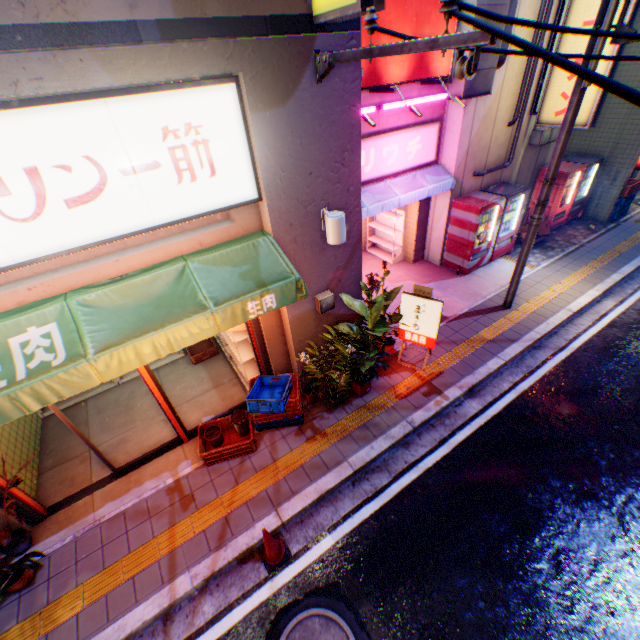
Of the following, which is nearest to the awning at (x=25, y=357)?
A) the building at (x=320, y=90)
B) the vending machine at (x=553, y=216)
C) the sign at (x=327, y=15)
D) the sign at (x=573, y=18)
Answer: the building at (x=320, y=90)

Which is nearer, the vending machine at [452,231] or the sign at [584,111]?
the sign at [584,111]

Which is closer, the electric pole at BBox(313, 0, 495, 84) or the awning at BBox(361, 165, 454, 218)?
the electric pole at BBox(313, 0, 495, 84)

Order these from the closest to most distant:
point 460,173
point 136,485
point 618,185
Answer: point 136,485 < point 460,173 < point 618,185

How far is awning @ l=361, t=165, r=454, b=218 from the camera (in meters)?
7.66

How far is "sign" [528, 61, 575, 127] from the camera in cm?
816

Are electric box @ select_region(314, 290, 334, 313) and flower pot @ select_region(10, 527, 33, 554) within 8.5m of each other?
yes

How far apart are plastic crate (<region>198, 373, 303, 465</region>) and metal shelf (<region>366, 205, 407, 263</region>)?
6.1 meters
